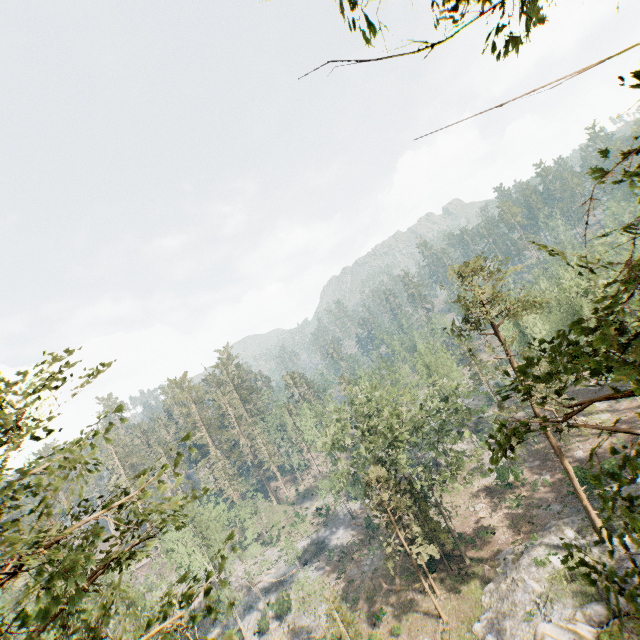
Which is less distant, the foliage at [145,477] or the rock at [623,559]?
the foliage at [145,477]

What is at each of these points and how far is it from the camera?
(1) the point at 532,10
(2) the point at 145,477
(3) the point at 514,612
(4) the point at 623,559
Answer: (1) foliage, 2.91m
(2) foliage, 6.89m
(3) rock, 24.78m
(4) rock, 22.36m

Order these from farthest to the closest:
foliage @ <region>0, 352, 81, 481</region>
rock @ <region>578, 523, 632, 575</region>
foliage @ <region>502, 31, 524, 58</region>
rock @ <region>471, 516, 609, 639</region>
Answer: rock @ <region>578, 523, 632, 575</region>, rock @ <region>471, 516, 609, 639</region>, foliage @ <region>0, 352, 81, 481</region>, foliage @ <region>502, 31, 524, 58</region>

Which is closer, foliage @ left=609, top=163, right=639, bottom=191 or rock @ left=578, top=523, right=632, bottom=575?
foliage @ left=609, top=163, right=639, bottom=191

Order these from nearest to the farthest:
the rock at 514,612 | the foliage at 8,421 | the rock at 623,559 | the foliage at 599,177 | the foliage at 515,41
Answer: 1. the foliage at 515,41
2. the foliage at 599,177
3. the foliage at 8,421
4. the rock at 514,612
5. the rock at 623,559

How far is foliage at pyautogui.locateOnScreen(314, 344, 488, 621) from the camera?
29.20m
